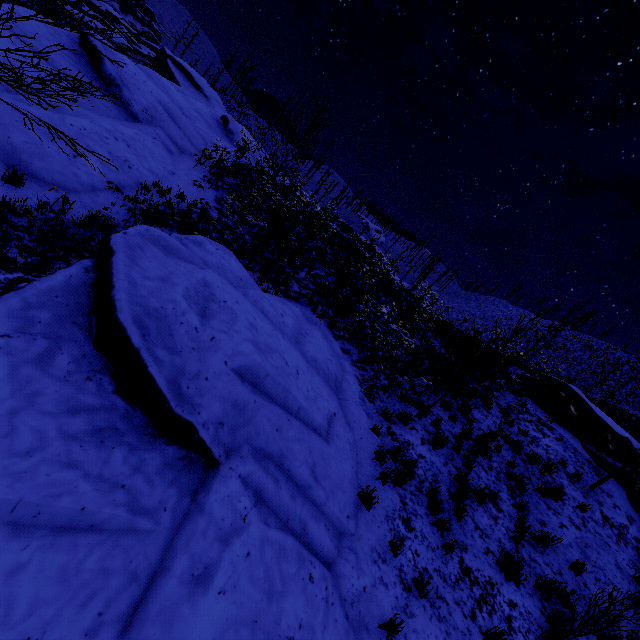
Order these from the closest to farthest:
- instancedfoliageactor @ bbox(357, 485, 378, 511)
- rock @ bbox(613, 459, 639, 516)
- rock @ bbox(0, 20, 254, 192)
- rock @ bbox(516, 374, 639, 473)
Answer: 1. instancedfoliageactor @ bbox(357, 485, 378, 511)
2. rock @ bbox(0, 20, 254, 192)
3. rock @ bbox(613, 459, 639, 516)
4. rock @ bbox(516, 374, 639, 473)

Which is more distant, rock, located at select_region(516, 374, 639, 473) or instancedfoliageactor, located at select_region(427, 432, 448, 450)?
rock, located at select_region(516, 374, 639, 473)

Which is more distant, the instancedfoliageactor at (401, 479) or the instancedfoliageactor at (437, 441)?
the instancedfoliageactor at (437, 441)

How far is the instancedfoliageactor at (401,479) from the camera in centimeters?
670cm

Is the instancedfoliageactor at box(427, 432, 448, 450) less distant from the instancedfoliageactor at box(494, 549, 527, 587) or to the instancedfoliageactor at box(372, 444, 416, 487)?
the instancedfoliageactor at box(372, 444, 416, 487)

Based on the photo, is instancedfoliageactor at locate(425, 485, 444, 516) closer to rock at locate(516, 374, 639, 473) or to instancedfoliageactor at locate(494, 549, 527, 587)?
instancedfoliageactor at locate(494, 549, 527, 587)

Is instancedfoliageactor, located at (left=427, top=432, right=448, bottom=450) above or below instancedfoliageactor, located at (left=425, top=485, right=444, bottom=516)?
above

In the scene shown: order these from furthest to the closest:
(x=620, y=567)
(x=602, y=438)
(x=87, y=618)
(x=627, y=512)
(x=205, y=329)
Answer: (x=602, y=438), (x=627, y=512), (x=620, y=567), (x=205, y=329), (x=87, y=618)
